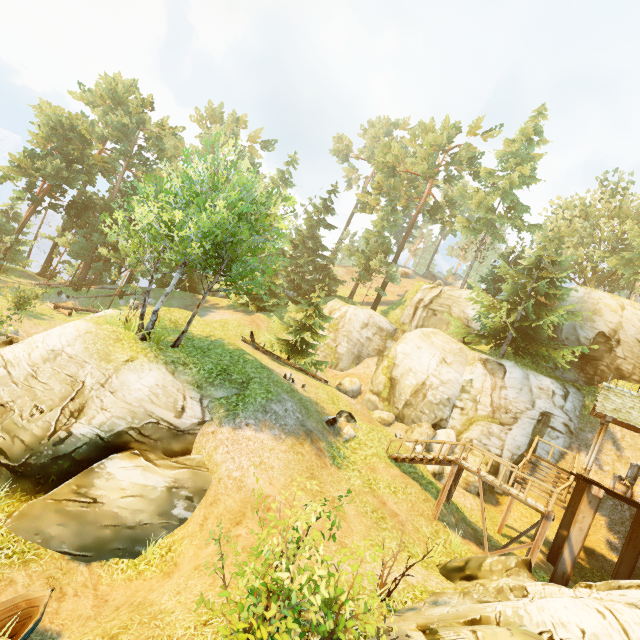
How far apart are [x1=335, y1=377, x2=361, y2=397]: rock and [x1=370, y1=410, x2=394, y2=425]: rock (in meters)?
2.70

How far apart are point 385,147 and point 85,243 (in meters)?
33.09

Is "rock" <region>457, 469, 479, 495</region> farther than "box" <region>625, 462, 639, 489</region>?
Yes

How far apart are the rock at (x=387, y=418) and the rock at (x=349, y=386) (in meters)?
2.70

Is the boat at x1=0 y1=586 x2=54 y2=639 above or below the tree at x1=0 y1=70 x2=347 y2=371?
A: below

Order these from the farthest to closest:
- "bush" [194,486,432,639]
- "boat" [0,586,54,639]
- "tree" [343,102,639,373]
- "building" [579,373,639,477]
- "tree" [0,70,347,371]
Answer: "tree" [343,102,639,373]
"building" [579,373,639,477]
"tree" [0,70,347,371]
"boat" [0,586,54,639]
"bush" [194,486,432,639]

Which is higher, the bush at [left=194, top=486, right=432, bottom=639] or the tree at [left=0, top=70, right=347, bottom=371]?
the tree at [left=0, top=70, right=347, bottom=371]

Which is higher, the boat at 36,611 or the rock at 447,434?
the rock at 447,434
